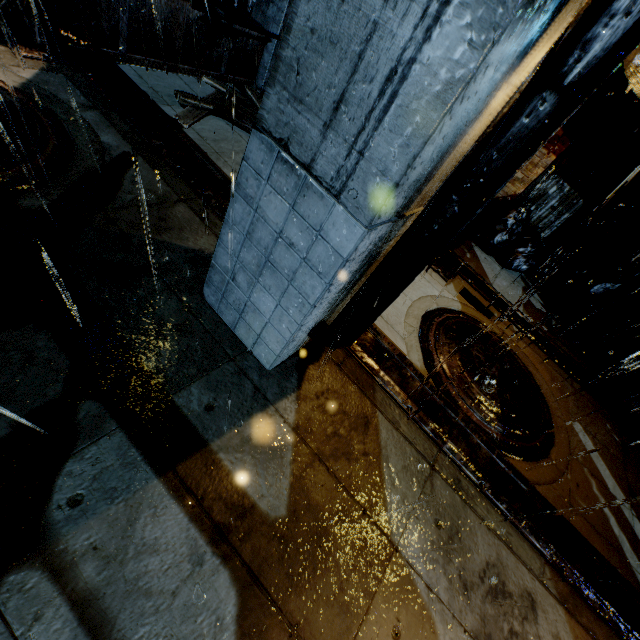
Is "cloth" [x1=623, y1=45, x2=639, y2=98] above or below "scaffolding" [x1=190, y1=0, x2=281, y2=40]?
above

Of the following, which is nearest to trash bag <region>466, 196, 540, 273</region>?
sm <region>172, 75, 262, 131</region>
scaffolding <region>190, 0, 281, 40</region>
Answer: sm <region>172, 75, 262, 131</region>

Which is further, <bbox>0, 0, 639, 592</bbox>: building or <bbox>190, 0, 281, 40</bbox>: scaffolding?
<bbox>190, 0, 281, 40</bbox>: scaffolding

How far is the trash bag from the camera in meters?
7.4

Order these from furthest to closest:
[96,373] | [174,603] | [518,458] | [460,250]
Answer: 1. [460,250]
2. [518,458]
3. [96,373]
4. [174,603]

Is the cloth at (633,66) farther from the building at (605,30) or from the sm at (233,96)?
the sm at (233,96)

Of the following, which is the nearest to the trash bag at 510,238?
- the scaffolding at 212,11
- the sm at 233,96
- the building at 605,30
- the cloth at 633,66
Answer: the building at 605,30

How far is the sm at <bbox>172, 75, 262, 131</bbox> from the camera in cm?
518
